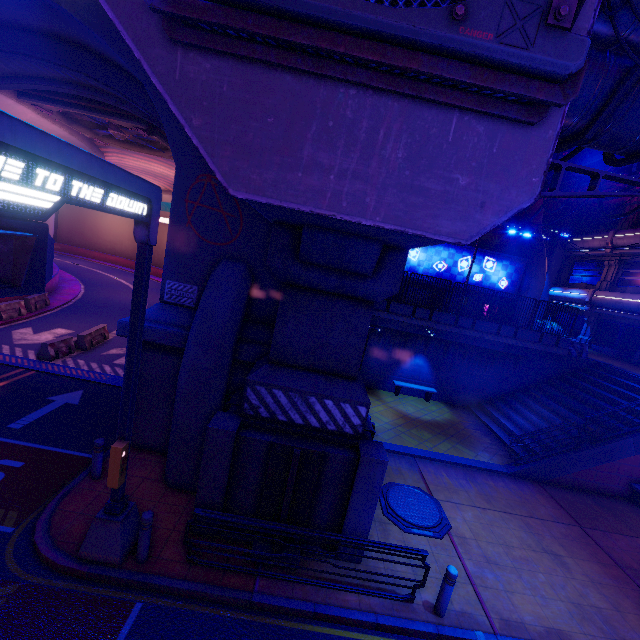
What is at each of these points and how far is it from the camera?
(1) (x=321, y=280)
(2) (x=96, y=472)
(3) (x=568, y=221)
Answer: (1) pillar, 7.0 meters
(2) post, 8.2 meters
(3) column, 29.2 meters

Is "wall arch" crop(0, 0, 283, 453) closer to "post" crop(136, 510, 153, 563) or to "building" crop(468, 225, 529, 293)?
"post" crop(136, 510, 153, 563)

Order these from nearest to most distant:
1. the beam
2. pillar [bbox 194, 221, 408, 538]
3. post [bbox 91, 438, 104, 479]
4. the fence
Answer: pillar [bbox 194, 221, 408, 538]
post [bbox 91, 438, 104, 479]
the beam
the fence

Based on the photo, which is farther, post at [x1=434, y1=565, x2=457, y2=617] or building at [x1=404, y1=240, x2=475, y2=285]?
building at [x1=404, y1=240, x2=475, y2=285]

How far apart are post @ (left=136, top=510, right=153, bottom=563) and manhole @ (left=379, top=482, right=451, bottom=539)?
5.9 meters

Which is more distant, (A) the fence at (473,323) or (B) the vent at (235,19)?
(A) the fence at (473,323)

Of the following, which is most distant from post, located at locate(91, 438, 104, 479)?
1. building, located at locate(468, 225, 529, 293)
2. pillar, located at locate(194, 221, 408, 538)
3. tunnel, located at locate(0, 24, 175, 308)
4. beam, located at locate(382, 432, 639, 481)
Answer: building, located at locate(468, 225, 529, 293)

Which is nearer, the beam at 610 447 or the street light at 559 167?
the street light at 559 167
